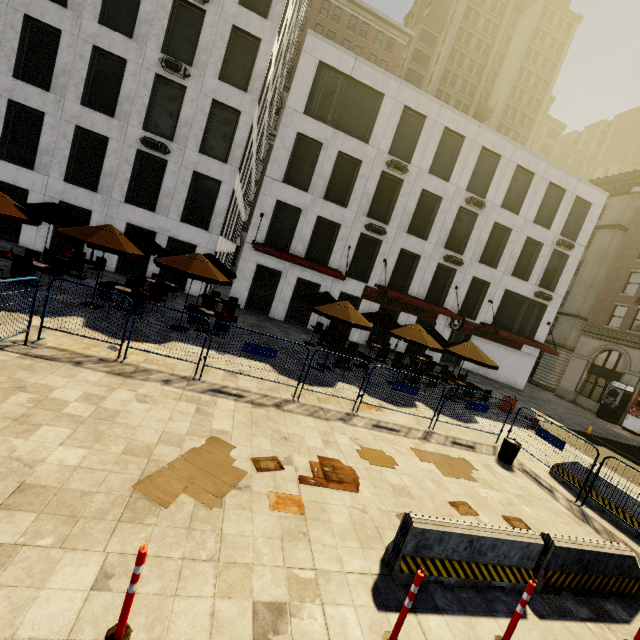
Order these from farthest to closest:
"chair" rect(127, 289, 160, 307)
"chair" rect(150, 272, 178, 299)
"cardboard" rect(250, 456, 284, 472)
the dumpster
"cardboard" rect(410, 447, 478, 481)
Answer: "chair" rect(150, 272, 178, 299)
"chair" rect(127, 289, 160, 307)
the dumpster
"cardboard" rect(410, 447, 478, 481)
"cardboard" rect(250, 456, 284, 472)

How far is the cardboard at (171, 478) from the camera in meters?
4.5

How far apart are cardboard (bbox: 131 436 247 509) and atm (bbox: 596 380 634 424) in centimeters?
3104cm

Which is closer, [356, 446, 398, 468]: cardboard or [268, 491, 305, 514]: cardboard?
[268, 491, 305, 514]: cardboard

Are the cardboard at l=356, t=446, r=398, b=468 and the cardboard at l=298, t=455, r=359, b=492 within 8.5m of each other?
yes

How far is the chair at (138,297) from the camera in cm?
1116

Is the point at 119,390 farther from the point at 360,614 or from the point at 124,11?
the point at 124,11

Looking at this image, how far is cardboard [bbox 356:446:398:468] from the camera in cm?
724
